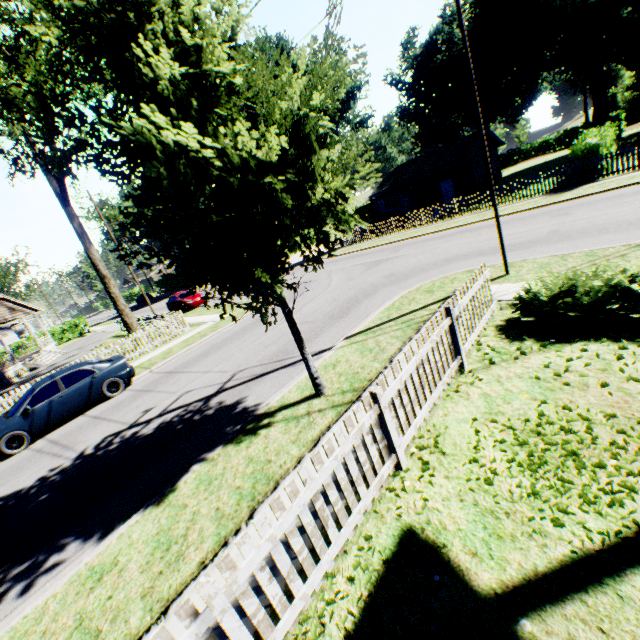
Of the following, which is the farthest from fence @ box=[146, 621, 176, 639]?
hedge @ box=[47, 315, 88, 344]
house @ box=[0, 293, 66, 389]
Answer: hedge @ box=[47, 315, 88, 344]

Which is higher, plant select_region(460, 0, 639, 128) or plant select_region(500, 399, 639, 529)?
plant select_region(460, 0, 639, 128)

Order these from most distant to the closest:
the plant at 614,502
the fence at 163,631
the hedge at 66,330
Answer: the hedge at 66,330 → the plant at 614,502 → the fence at 163,631

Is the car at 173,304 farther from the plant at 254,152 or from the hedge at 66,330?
the plant at 254,152

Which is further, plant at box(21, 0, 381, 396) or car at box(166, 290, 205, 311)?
car at box(166, 290, 205, 311)

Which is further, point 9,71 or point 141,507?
point 9,71

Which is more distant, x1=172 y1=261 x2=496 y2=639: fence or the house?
the house

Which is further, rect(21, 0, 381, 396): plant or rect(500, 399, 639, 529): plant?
rect(21, 0, 381, 396): plant
